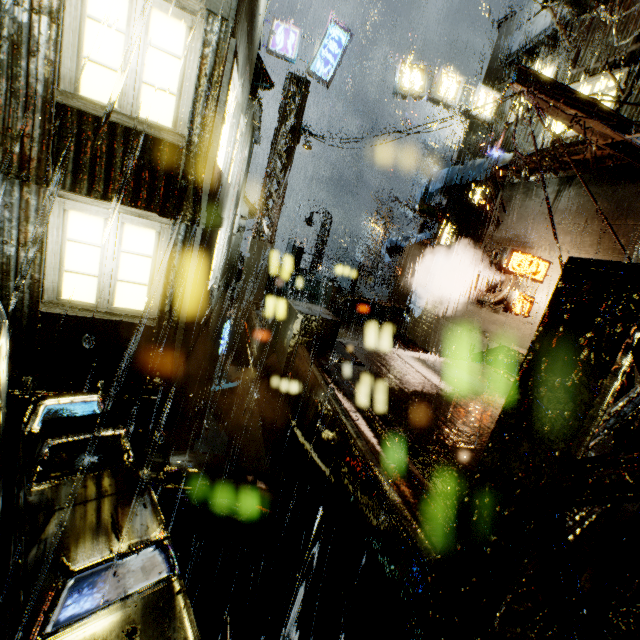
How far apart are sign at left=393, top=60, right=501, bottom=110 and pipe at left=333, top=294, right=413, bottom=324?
9.8m

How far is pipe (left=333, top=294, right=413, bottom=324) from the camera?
17.33m

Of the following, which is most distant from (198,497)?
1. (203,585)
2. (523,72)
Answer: (523,72)

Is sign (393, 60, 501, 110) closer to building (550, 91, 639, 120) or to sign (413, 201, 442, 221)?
building (550, 91, 639, 120)

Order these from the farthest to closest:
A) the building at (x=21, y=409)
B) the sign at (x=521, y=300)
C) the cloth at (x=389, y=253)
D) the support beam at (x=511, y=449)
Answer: the cloth at (x=389, y=253) → the sign at (x=521, y=300) → the building at (x=21, y=409) → the support beam at (x=511, y=449)

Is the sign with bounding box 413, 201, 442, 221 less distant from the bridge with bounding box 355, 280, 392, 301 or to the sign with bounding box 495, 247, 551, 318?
the bridge with bounding box 355, 280, 392, 301

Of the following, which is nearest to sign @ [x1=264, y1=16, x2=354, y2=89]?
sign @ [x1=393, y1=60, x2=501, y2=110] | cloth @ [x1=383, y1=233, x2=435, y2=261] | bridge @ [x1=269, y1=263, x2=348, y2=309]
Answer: sign @ [x1=393, y1=60, x2=501, y2=110]

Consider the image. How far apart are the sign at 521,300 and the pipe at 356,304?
6.77m
